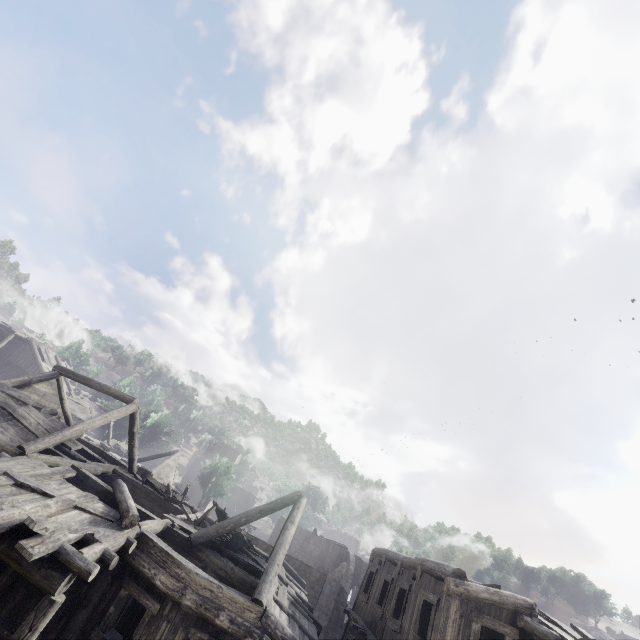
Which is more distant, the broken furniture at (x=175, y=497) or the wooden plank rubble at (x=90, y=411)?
the wooden plank rubble at (x=90, y=411)

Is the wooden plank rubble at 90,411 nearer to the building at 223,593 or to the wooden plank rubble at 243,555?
the building at 223,593

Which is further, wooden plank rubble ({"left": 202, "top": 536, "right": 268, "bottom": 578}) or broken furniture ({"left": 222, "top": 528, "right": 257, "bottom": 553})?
broken furniture ({"left": 222, "top": 528, "right": 257, "bottom": 553})

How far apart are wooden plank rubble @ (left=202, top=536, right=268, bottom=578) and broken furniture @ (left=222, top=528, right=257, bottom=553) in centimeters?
1cm

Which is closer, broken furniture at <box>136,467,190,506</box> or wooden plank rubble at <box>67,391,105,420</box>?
broken furniture at <box>136,467,190,506</box>

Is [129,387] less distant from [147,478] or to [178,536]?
[147,478]

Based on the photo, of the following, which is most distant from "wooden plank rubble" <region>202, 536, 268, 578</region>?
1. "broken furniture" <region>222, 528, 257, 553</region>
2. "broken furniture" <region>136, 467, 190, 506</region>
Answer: "broken furniture" <region>136, 467, 190, 506</region>

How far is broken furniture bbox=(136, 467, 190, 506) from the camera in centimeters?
1584cm
